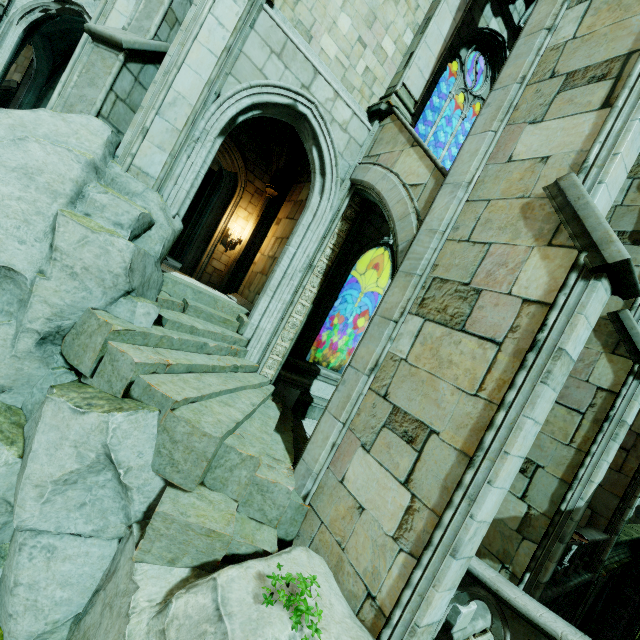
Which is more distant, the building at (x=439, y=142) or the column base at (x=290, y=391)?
the building at (x=439, y=142)

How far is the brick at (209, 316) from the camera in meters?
6.6 m

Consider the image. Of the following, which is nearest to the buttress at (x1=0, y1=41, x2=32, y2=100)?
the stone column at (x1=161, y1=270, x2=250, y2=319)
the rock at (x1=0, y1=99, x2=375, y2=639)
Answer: the rock at (x1=0, y1=99, x2=375, y2=639)

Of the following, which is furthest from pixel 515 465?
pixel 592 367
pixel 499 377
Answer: pixel 592 367

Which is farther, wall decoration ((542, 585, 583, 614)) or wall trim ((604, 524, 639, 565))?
wall trim ((604, 524, 639, 565))

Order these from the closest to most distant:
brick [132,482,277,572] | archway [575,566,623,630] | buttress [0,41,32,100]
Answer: brick [132,482,277,572], archway [575,566,623,630], buttress [0,41,32,100]

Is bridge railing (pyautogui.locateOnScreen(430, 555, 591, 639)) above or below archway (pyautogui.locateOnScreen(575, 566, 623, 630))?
above

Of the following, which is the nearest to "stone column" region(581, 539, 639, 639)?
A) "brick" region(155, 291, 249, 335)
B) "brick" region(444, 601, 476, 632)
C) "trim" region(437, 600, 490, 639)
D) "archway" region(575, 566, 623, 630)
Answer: "archway" region(575, 566, 623, 630)
